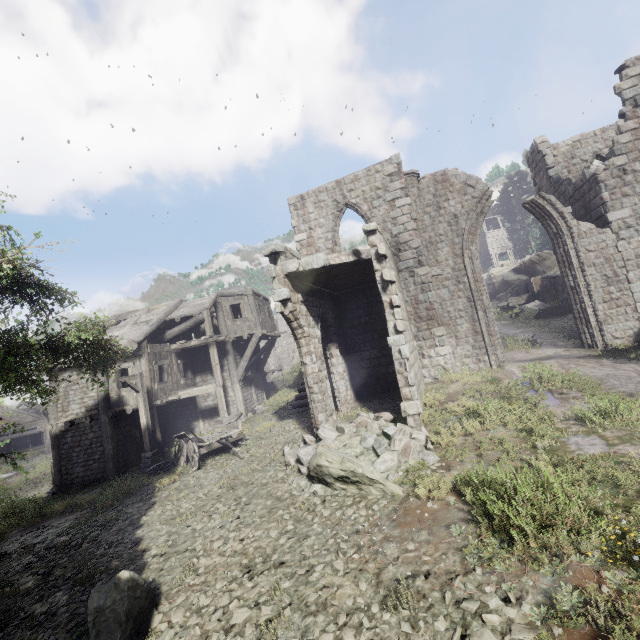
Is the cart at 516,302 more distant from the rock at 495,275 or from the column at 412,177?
the column at 412,177

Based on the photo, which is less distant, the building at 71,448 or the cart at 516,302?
the building at 71,448

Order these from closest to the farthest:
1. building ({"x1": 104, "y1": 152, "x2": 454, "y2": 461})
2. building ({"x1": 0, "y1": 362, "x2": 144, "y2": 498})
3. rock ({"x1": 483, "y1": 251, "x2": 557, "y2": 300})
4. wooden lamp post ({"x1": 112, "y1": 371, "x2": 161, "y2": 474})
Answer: building ({"x1": 104, "y1": 152, "x2": 454, "y2": 461})
wooden lamp post ({"x1": 112, "y1": 371, "x2": 161, "y2": 474})
building ({"x1": 0, "y1": 362, "x2": 144, "y2": 498})
rock ({"x1": 483, "y1": 251, "x2": 557, "y2": 300})

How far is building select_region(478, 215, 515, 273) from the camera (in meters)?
50.59

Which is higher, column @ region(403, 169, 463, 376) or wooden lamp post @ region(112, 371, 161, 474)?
column @ region(403, 169, 463, 376)

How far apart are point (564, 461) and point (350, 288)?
10.9m

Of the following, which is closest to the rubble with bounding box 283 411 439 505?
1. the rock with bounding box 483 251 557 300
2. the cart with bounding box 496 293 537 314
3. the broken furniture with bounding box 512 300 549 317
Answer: the broken furniture with bounding box 512 300 549 317

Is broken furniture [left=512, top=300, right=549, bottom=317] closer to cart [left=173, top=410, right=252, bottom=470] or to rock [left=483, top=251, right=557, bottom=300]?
rock [left=483, top=251, right=557, bottom=300]
